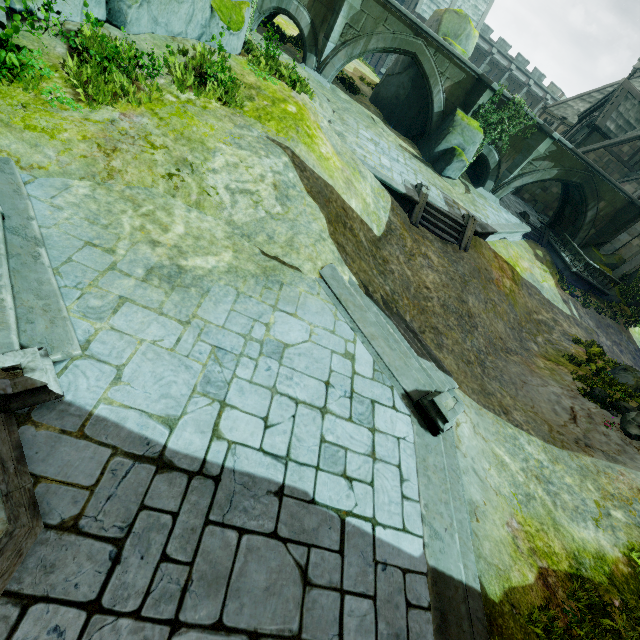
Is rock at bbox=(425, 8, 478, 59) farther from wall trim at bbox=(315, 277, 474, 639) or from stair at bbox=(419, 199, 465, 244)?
wall trim at bbox=(315, 277, 474, 639)

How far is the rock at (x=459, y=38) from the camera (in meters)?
19.66

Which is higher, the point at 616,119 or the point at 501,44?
the point at 501,44

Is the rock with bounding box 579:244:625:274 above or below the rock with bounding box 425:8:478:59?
below

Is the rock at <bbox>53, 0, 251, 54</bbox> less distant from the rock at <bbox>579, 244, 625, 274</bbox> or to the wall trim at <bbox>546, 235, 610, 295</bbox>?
the wall trim at <bbox>546, 235, 610, 295</bbox>

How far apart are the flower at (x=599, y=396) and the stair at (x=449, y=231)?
7.94m

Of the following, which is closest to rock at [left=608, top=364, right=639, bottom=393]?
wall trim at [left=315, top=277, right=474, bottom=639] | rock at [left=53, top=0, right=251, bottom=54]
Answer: wall trim at [left=315, top=277, right=474, bottom=639]

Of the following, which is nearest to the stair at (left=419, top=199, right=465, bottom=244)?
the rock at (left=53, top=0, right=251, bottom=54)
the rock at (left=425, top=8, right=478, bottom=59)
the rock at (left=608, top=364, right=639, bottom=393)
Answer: the rock at (left=425, top=8, right=478, bottom=59)
